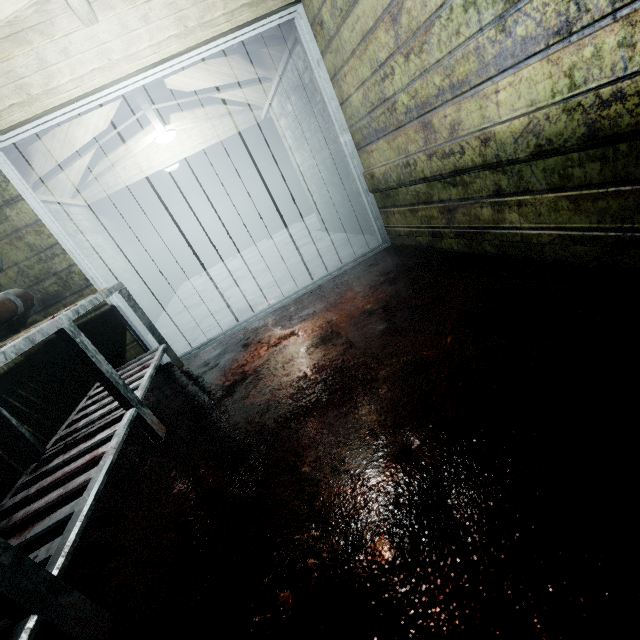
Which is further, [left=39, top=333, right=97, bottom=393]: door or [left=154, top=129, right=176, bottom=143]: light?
[left=154, top=129, right=176, bottom=143]: light

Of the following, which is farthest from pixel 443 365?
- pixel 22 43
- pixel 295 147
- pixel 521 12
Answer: pixel 295 147

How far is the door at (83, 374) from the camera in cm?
258

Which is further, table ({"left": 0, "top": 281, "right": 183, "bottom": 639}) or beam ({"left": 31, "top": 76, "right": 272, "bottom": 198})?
beam ({"left": 31, "top": 76, "right": 272, "bottom": 198})

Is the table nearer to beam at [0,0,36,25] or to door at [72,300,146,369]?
door at [72,300,146,369]

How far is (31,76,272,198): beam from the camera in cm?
355

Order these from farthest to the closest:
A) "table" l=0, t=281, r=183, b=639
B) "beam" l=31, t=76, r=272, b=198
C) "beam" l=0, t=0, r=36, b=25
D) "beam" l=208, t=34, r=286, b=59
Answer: "beam" l=31, t=76, r=272, b=198
"beam" l=208, t=34, r=286, b=59
"beam" l=0, t=0, r=36, b=25
"table" l=0, t=281, r=183, b=639

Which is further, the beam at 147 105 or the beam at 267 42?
the beam at 147 105
